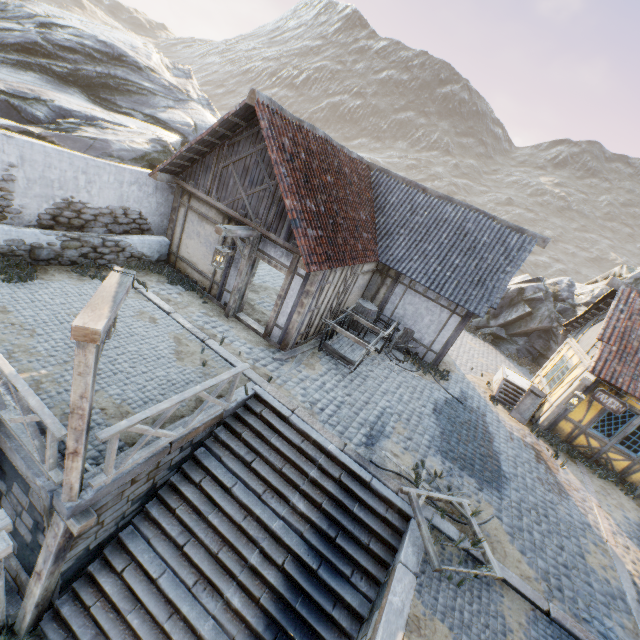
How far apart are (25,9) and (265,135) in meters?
22.2 m

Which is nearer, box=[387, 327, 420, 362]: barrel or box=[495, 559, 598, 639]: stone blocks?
box=[495, 559, 598, 639]: stone blocks

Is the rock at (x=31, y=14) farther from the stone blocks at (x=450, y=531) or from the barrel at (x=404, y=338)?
the barrel at (x=404, y=338)

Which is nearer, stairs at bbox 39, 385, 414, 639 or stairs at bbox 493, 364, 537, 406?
stairs at bbox 39, 385, 414, 639

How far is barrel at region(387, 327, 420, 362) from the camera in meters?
12.3 m

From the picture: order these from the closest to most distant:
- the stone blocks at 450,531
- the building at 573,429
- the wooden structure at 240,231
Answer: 1. the stone blocks at 450,531
2. the wooden structure at 240,231
3. the building at 573,429

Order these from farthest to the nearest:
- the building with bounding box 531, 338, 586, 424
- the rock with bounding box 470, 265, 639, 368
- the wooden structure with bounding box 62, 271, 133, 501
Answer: the rock with bounding box 470, 265, 639, 368
the building with bounding box 531, 338, 586, 424
the wooden structure with bounding box 62, 271, 133, 501

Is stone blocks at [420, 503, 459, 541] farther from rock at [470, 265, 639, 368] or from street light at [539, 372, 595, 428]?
street light at [539, 372, 595, 428]
